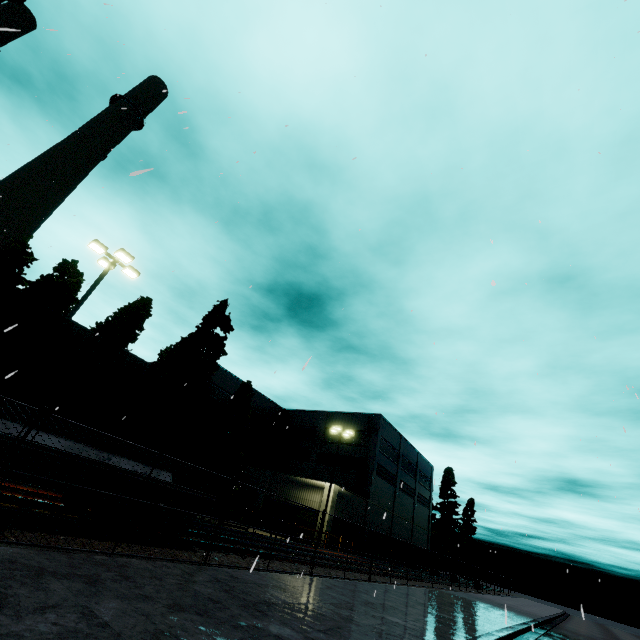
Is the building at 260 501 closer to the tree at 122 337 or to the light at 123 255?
the tree at 122 337

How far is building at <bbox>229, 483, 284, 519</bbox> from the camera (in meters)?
32.28

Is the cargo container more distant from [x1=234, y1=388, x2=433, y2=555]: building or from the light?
[x1=234, y1=388, x2=433, y2=555]: building

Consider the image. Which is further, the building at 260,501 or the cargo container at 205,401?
the building at 260,501

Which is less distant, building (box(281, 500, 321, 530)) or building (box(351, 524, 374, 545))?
building (box(281, 500, 321, 530))

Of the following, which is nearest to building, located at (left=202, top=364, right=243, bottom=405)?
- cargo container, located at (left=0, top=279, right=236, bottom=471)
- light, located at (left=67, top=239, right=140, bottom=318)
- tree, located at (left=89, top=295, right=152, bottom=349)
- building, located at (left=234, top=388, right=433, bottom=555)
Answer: tree, located at (left=89, top=295, right=152, bottom=349)

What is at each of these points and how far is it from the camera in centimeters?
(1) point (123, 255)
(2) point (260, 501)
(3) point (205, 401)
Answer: (1) light, 1514cm
(2) building, 3328cm
(3) cargo container, 1041cm

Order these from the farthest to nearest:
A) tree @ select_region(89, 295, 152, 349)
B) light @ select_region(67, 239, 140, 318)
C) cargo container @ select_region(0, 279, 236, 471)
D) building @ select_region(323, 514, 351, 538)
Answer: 1. building @ select_region(323, 514, 351, 538)
2. tree @ select_region(89, 295, 152, 349)
3. light @ select_region(67, 239, 140, 318)
4. cargo container @ select_region(0, 279, 236, 471)
